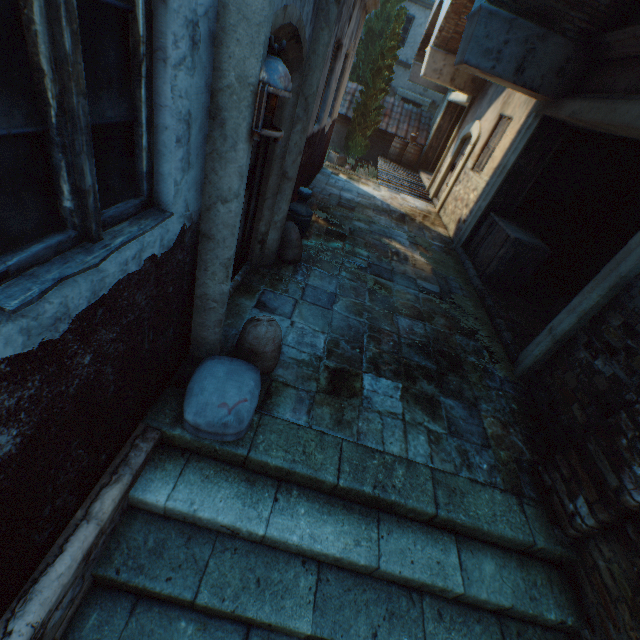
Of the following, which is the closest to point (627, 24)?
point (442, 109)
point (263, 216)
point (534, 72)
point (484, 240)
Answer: point (534, 72)

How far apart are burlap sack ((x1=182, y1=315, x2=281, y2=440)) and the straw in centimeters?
213cm

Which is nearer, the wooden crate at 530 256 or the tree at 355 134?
the wooden crate at 530 256

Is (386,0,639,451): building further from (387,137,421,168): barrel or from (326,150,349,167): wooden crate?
(387,137,421,168): barrel

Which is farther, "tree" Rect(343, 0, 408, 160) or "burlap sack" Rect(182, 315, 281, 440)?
"tree" Rect(343, 0, 408, 160)

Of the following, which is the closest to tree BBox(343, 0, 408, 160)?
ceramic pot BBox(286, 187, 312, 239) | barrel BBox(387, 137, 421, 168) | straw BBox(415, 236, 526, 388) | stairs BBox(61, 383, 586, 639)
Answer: barrel BBox(387, 137, 421, 168)

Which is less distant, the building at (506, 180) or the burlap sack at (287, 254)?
the building at (506, 180)

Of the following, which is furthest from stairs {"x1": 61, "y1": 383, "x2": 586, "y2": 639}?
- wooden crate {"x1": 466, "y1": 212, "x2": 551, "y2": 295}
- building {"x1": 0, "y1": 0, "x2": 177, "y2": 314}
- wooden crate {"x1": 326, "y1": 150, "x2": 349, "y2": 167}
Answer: wooden crate {"x1": 326, "y1": 150, "x2": 349, "y2": 167}
